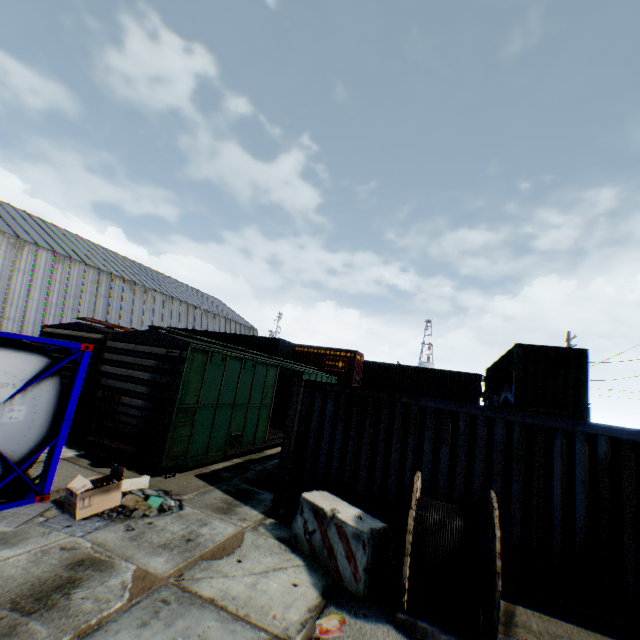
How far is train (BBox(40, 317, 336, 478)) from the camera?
A: 8.5 meters

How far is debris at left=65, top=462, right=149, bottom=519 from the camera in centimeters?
564cm

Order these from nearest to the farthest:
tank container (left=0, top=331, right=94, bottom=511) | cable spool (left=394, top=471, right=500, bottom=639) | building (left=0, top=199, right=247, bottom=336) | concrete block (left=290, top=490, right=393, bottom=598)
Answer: cable spool (left=394, top=471, right=500, bottom=639) < concrete block (left=290, top=490, right=393, bottom=598) < tank container (left=0, top=331, right=94, bottom=511) < building (left=0, top=199, right=247, bottom=336)

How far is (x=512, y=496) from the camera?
5.52m

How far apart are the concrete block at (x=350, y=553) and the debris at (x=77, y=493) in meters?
3.3

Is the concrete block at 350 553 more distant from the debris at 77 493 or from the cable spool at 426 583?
the debris at 77 493

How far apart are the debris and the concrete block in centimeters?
325cm

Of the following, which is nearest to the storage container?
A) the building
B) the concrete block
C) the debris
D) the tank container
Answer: the concrete block
